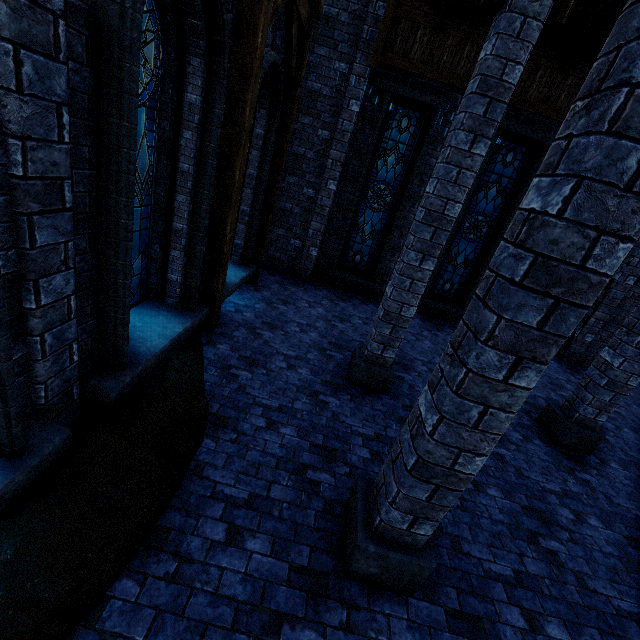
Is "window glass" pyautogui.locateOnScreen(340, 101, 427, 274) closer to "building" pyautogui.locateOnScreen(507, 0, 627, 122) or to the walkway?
"building" pyautogui.locateOnScreen(507, 0, 627, 122)

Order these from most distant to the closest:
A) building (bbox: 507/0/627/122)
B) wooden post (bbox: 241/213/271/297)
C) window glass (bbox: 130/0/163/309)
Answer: wooden post (bbox: 241/213/271/297) < building (bbox: 507/0/627/122) < window glass (bbox: 130/0/163/309)

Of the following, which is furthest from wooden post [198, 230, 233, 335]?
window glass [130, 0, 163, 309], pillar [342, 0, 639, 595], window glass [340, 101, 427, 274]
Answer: window glass [340, 101, 427, 274]

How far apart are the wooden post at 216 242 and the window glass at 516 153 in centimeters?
674cm

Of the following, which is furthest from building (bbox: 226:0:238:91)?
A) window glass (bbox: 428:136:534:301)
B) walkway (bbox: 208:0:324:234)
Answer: window glass (bbox: 428:136:534:301)

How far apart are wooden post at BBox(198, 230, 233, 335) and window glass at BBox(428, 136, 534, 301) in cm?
674

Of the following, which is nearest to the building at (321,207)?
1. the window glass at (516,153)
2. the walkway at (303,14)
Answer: the walkway at (303,14)

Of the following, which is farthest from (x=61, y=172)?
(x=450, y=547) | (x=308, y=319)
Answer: (x=308, y=319)
